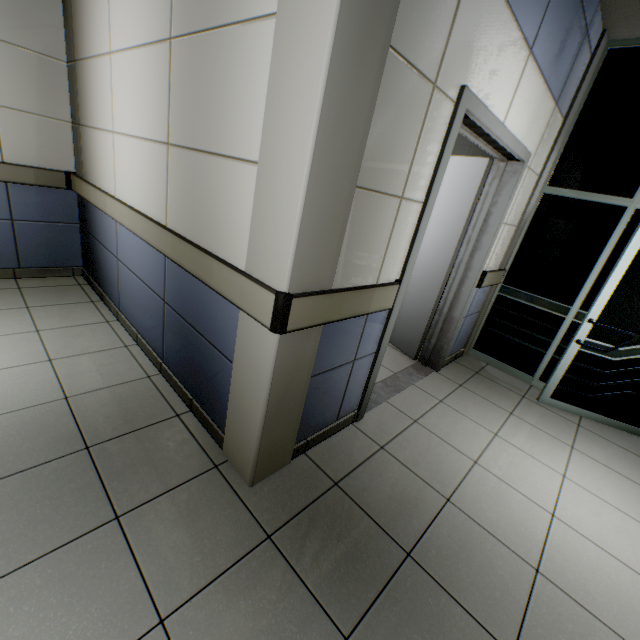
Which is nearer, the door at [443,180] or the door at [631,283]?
the door at [443,180]

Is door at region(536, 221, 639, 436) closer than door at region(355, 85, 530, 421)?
No

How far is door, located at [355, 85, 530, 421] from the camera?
1.9m

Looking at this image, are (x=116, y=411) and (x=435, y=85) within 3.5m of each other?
yes

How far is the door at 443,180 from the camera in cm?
187
